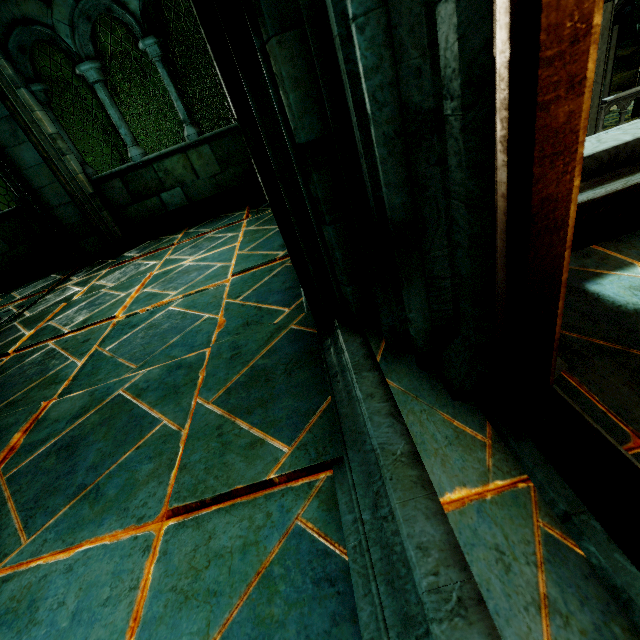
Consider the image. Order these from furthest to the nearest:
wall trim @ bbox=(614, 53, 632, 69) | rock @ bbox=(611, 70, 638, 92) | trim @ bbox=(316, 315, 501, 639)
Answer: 1. wall trim @ bbox=(614, 53, 632, 69)
2. rock @ bbox=(611, 70, 638, 92)
3. trim @ bbox=(316, 315, 501, 639)

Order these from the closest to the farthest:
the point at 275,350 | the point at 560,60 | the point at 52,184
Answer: → the point at 560,60 → the point at 275,350 → the point at 52,184

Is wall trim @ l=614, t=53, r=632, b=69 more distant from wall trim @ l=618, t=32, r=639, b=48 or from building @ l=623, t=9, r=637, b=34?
wall trim @ l=618, t=32, r=639, b=48

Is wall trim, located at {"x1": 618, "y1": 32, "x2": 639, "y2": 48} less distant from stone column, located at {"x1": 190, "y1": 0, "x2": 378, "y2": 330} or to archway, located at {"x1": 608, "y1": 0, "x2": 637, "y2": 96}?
archway, located at {"x1": 608, "y1": 0, "x2": 637, "y2": 96}

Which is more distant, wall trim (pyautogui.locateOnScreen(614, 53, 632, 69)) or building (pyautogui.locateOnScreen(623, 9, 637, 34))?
building (pyautogui.locateOnScreen(623, 9, 637, 34))

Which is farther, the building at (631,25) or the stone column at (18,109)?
the building at (631,25)

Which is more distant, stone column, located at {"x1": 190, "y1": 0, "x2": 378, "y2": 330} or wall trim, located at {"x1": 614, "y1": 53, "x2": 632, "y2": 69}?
wall trim, located at {"x1": 614, "y1": 53, "x2": 632, "y2": 69}

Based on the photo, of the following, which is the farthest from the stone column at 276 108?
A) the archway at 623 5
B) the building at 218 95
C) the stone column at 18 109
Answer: the archway at 623 5
